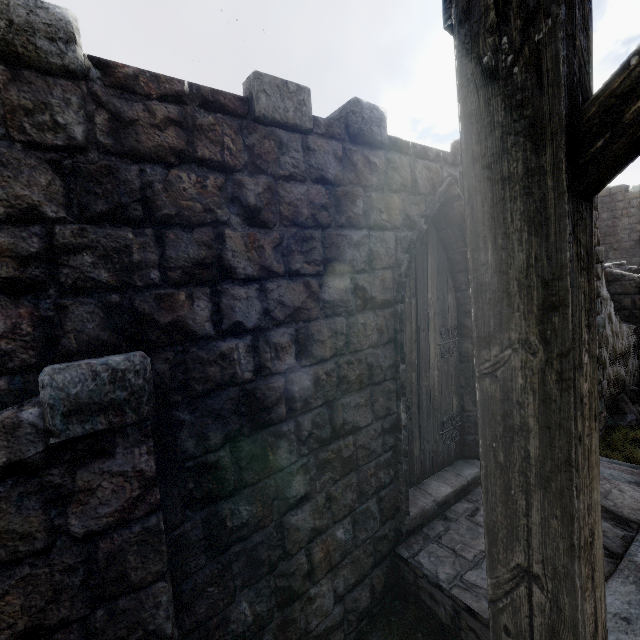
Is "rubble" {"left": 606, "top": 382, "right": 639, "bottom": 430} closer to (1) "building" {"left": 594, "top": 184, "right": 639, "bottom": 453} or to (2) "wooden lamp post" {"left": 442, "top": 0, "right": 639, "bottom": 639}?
(1) "building" {"left": 594, "top": 184, "right": 639, "bottom": 453}

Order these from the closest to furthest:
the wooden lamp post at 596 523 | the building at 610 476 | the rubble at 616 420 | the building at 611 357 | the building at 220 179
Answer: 1. the wooden lamp post at 596 523
2. the building at 220 179
3. the building at 610 476
4. the building at 611 357
5. the rubble at 616 420

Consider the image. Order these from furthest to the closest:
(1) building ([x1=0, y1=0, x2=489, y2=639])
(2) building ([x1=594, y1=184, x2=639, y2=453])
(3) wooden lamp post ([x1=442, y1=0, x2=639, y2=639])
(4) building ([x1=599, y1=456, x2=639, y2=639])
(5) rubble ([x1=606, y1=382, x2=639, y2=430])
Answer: (5) rubble ([x1=606, y1=382, x2=639, y2=430]) < (2) building ([x1=594, y1=184, x2=639, y2=453]) < (4) building ([x1=599, y1=456, x2=639, y2=639]) < (1) building ([x1=0, y1=0, x2=489, y2=639]) < (3) wooden lamp post ([x1=442, y1=0, x2=639, y2=639])

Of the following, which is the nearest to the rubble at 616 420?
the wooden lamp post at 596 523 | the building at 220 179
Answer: the building at 220 179

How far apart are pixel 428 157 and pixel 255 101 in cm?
224

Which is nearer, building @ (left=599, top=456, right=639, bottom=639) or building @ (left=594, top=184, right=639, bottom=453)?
building @ (left=599, top=456, right=639, bottom=639)
